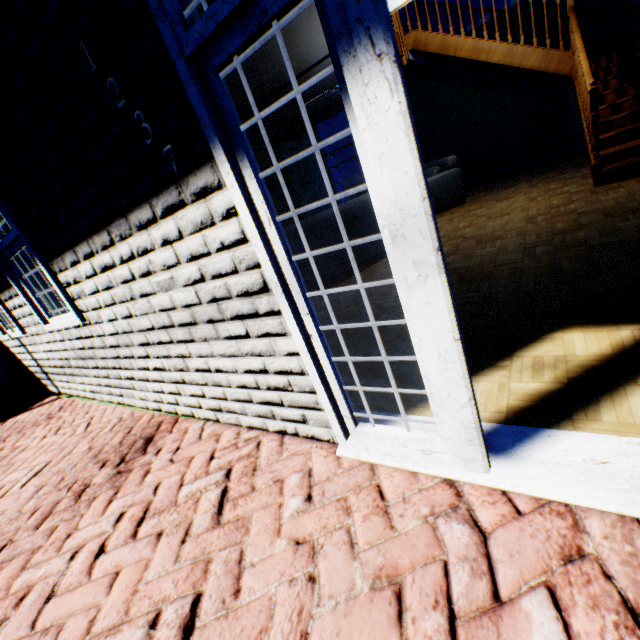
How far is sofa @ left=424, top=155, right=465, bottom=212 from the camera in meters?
6.5

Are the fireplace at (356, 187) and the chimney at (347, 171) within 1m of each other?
yes

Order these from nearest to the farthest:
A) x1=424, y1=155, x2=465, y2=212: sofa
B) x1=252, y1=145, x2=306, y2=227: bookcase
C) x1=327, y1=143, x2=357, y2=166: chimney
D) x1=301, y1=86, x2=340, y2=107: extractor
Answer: x1=424, y1=155, x2=465, y2=212: sofa, x1=301, y1=86, x2=340, y2=107: extractor, x1=252, y1=145, x2=306, y2=227: bookcase, x1=327, y1=143, x2=357, y2=166: chimney

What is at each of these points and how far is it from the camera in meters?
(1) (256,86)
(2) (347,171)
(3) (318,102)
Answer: (1) stairs, 5.5 m
(2) chimney, 10.5 m
(3) extractor, 7.7 m

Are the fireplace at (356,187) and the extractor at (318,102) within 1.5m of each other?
no

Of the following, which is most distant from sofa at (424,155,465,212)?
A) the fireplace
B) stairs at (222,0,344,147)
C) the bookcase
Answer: the bookcase

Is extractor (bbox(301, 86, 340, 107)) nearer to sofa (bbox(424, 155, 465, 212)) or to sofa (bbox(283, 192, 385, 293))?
sofa (bbox(424, 155, 465, 212))

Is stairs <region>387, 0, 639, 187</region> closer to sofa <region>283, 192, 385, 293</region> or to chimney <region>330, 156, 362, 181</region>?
chimney <region>330, 156, 362, 181</region>
